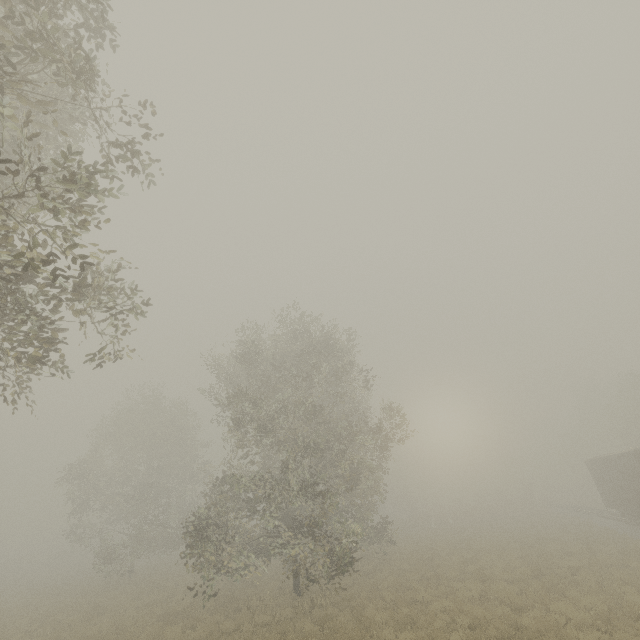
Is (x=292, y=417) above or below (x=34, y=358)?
above
